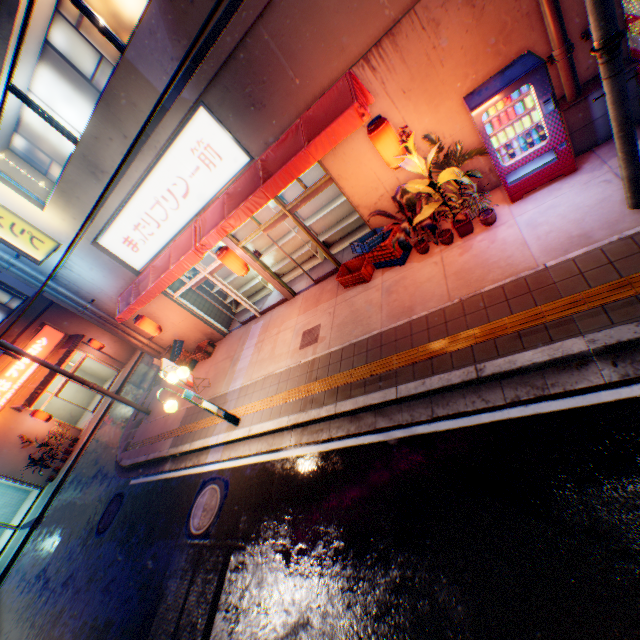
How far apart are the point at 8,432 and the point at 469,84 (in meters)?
24.59

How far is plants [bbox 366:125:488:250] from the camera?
6.1 meters

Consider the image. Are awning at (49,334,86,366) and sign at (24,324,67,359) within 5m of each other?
yes

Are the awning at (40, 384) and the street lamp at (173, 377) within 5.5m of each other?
no

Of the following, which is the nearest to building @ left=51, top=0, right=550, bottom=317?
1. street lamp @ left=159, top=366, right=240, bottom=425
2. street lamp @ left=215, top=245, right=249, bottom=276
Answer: street lamp @ left=215, top=245, right=249, bottom=276

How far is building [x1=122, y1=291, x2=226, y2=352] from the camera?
11.9 meters

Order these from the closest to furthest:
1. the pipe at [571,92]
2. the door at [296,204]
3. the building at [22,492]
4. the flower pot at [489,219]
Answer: the pipe at [571,92]
the flower pot at [489,219]
the door at [296,204]
the building at [22,492]

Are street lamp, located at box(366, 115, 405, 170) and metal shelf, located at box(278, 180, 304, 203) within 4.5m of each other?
yes
